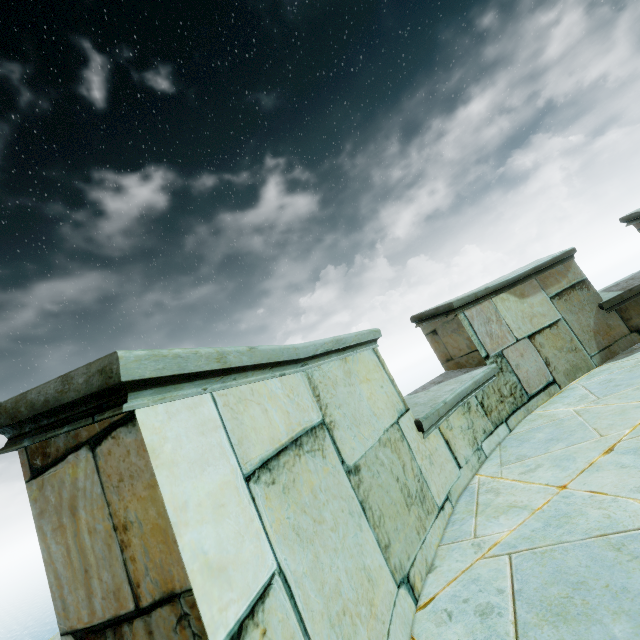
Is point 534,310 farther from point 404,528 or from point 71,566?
point 71,566
